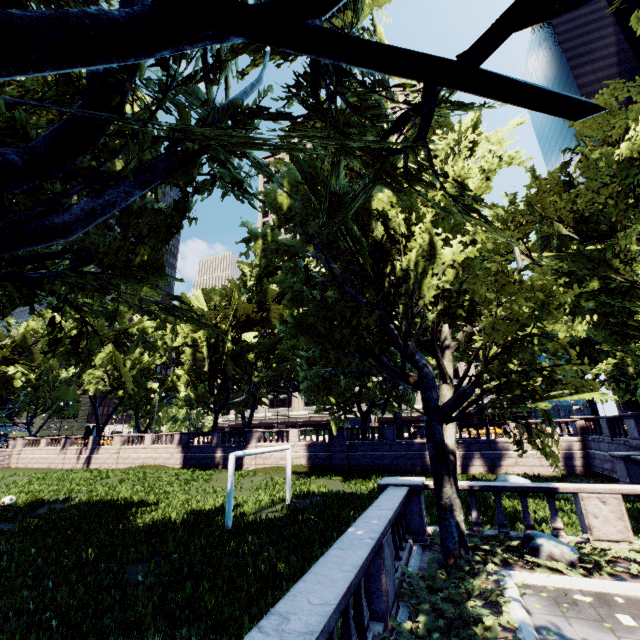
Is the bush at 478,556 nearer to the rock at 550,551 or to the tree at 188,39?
the tree at 188,39

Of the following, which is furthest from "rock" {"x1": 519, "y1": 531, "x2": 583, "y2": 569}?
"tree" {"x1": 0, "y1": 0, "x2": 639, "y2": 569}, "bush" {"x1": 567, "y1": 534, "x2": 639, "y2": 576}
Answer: "tree" {"x1": 0, "y1": 0, "x2": 639, "y2": 569}

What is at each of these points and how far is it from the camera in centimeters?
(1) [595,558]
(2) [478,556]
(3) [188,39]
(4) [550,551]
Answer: (1) bush, 786cm
(2) bush, 857cm
(3) tree, 326cm
(4) rock, 805cm

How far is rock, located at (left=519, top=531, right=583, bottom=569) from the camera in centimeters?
787cm

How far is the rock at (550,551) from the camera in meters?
7.9

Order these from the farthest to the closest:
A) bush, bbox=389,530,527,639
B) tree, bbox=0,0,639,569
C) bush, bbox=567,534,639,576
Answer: bush, bbox=567,534,639,576 → bush, bbox=389,530,527,639 → tree, bbox=0,0,639,569

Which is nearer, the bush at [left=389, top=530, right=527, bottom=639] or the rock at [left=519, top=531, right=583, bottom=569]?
the bush at [left=389, top=530, right=527, bottom=639]

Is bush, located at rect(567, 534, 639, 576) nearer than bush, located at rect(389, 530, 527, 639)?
No
